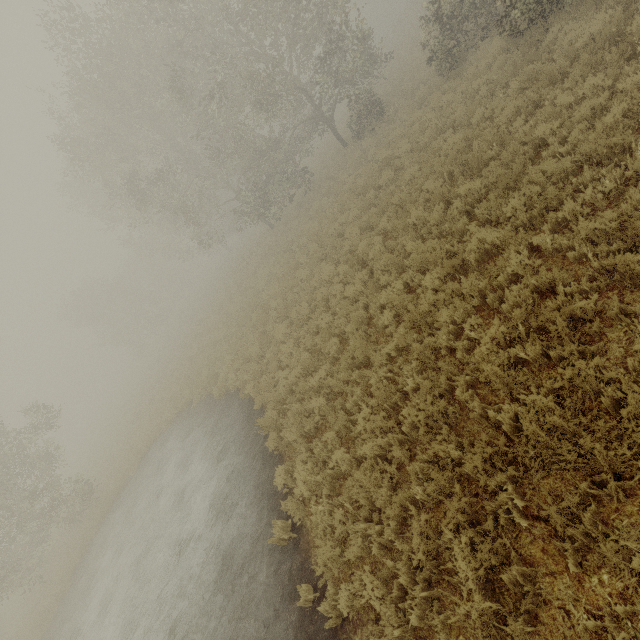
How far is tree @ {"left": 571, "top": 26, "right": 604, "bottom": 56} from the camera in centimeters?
764cm

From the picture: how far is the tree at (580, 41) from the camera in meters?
7.6

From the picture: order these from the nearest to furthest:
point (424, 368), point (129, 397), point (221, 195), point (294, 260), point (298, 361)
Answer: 1. point (424, 368)
2. point (298, 361)
3. point (294, 260)
4. point (129, 397)
5. point (221, 195)
